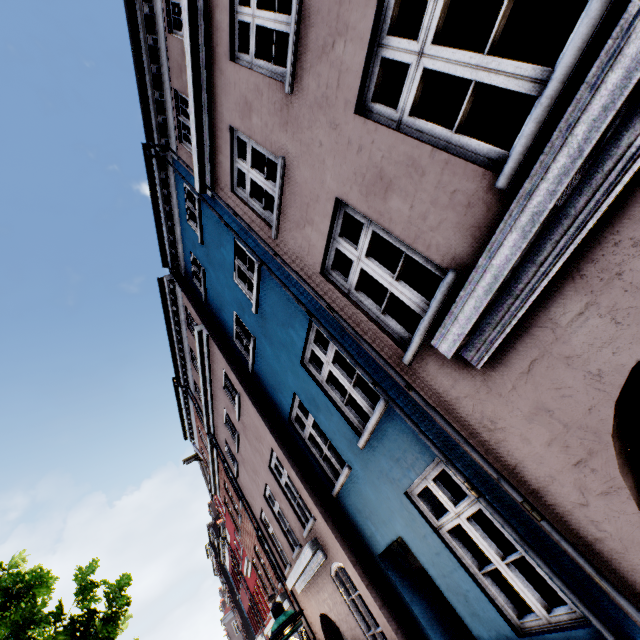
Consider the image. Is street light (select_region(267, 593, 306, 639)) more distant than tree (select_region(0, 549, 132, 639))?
No

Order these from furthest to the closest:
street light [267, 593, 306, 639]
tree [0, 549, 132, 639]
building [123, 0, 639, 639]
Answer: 1. tree [0, 549, 132, 639]
2. street light [267, 593, 306, 639]
3. building [123, 0, 639, 639]

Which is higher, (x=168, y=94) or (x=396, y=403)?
(x=168, y=94)

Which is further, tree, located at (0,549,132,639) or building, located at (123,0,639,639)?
tree, located at (0,549,132,639)

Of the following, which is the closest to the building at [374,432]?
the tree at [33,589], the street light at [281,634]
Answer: the street light at [281,634]

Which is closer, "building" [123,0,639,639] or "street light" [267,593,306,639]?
"building" [123,0,639,639]

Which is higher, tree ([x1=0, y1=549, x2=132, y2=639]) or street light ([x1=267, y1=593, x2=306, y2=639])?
tree ([x1=0, y1=549, x2=132, y2=639])
